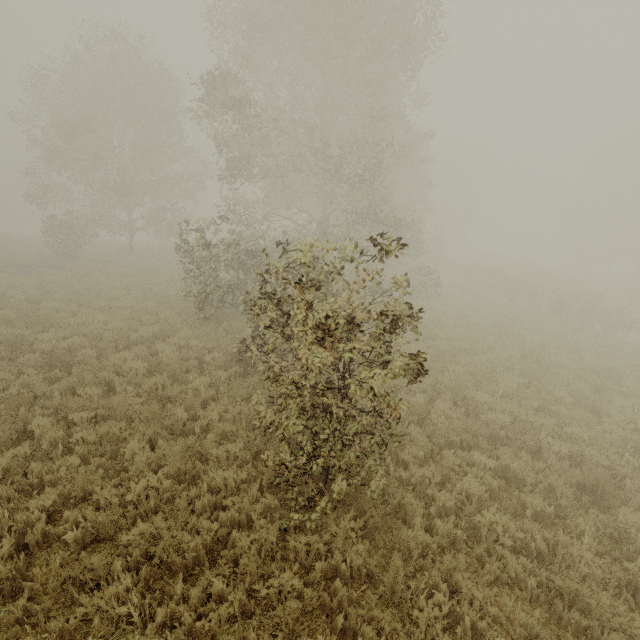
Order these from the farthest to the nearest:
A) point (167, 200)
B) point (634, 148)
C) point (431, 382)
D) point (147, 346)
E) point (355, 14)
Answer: point (634, 148)
point (167, 200)
point (355, 14)
point (147, 346)
point (431, 382)
